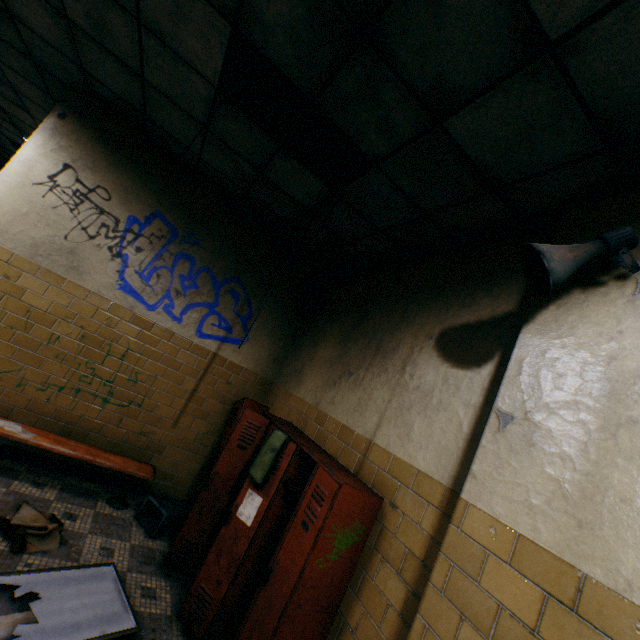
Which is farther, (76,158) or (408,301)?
(76,158)

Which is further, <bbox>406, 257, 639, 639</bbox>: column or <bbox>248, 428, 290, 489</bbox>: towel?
<bbox>248, 428, 290, 489</bbox>: towel

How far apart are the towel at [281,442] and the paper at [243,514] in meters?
0.1 m

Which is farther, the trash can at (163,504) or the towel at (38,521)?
the trash can at (163,504)

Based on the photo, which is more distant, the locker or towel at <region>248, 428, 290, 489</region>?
towel at <region>248, 428, 290, 489</region>

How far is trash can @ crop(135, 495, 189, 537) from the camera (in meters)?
3.50

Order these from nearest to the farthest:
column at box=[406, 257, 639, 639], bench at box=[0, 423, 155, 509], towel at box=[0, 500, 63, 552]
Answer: column at box=[406, 257, 639, 639]
towel at box=[0, 500, 63, 552]
bench at box=[0, 423, 155, 509]

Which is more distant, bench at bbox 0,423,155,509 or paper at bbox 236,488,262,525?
bench at bbox 0,423,155,509
